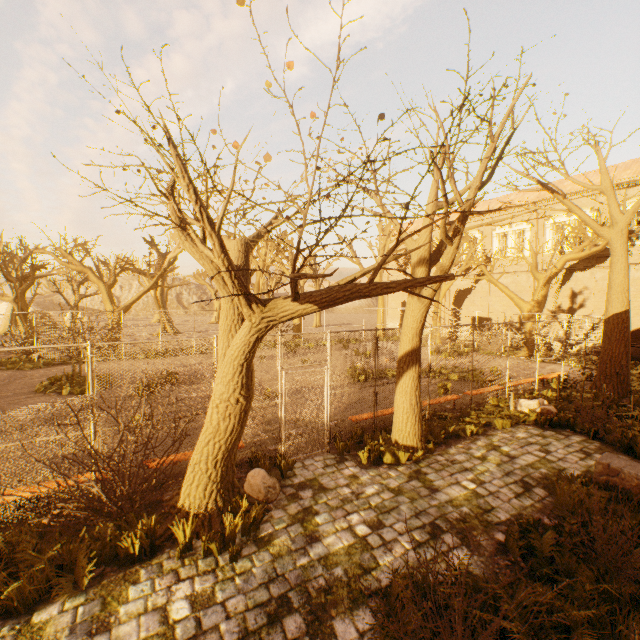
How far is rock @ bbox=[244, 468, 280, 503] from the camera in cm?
578

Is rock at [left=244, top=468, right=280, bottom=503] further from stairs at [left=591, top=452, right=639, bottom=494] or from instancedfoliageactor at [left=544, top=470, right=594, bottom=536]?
stairs at [left=591, top=452, right=639, bottom=494]

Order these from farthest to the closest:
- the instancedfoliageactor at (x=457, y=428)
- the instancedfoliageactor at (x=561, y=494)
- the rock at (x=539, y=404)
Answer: the rock at (x=539, y=404) < the instancedfoliageactor at (x=457, y=428) < the instancedfoliageactor at (x=561, y=494)

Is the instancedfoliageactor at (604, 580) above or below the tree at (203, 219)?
below

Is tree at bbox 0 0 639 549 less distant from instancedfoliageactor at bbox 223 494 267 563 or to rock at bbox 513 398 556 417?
instancedfoliageactor at bbox 223 494 267 563

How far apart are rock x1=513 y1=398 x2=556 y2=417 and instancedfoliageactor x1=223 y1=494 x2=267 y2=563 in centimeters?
941cm

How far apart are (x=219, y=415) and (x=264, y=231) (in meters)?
3.69

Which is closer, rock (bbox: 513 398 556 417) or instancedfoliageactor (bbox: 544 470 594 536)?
instancedfoliageactor (bbox: 544 470 594 536)
